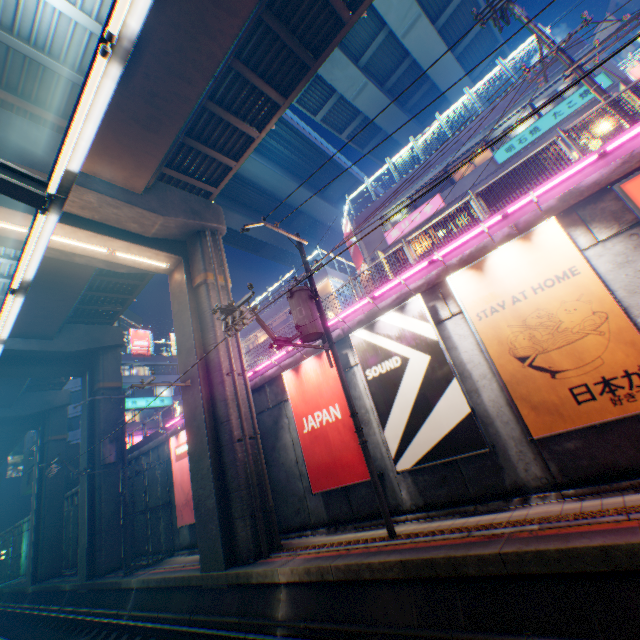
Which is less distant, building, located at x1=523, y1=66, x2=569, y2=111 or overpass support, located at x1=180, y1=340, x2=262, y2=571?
overpass support, located at x1=180, y1=340, x2=262, y2=571

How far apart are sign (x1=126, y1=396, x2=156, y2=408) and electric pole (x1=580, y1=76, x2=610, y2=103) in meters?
45.1

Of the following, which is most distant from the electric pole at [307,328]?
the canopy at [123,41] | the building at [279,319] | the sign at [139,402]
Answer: the sign at [139,402]

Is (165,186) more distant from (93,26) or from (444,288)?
(444,288)

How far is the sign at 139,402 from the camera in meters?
39.3 m

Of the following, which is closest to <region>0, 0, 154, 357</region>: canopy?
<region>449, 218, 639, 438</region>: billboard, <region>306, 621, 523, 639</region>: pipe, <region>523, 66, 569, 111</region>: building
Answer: <region>449, 218, 639, 438</region>: billboard

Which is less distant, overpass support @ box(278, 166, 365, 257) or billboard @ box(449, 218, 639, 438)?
billboard @ box(449, 218, 639, 438)

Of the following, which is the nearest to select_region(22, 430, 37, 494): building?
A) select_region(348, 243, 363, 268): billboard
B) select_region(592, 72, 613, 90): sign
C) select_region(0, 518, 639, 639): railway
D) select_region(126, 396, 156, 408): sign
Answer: select_region(126, 396, 156, 408): sign
